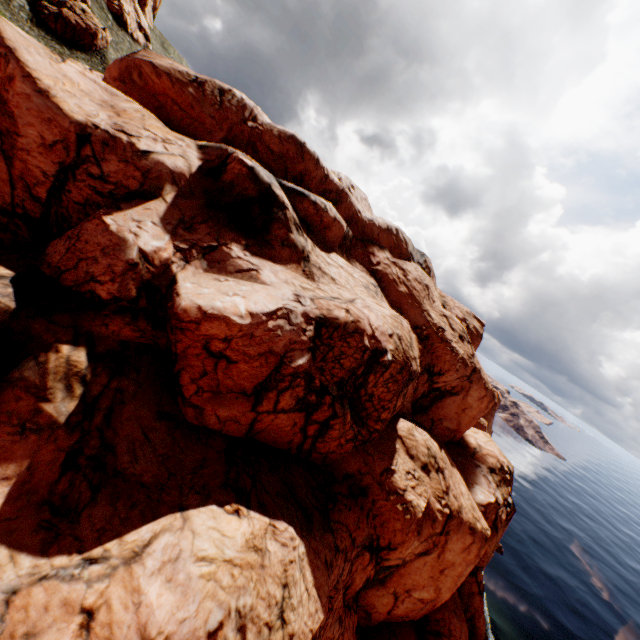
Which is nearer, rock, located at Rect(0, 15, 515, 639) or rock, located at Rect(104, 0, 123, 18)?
rock, located at Rect(0, 15, 515, 639)

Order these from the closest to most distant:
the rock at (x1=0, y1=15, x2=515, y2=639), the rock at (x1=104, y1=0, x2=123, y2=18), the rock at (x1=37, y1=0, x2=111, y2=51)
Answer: the rock at (x1=0, y1=15, x2=515, y2=639) → the rock at (x1=37, y1=0, x2=111, y2=51) → the rock at (x1=104, y1=0, x2=123, y2=18)

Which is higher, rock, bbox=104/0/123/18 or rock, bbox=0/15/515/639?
rock, bbox=104/0/123/18

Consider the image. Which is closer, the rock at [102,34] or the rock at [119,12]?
the rock at [102,34]

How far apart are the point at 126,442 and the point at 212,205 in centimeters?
1470cm

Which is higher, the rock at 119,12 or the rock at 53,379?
the rock at 119,12
